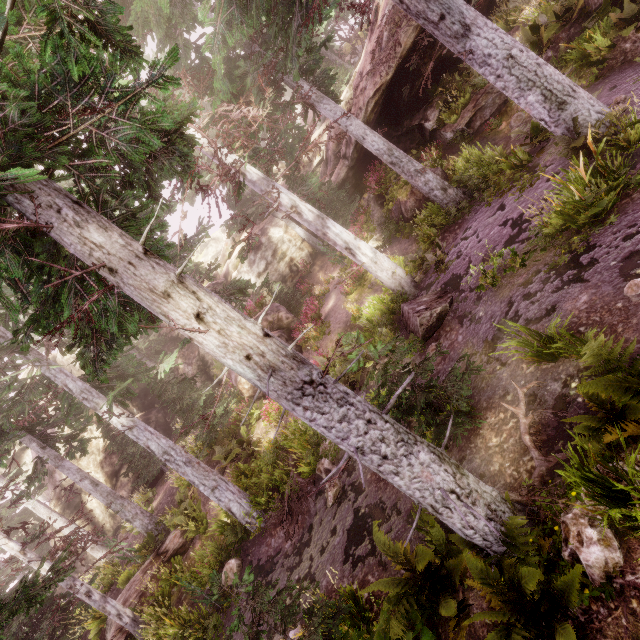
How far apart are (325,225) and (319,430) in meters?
9.6

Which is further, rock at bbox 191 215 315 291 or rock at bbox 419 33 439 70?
rock at bbox 191 215 315 291

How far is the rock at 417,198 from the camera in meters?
14.7

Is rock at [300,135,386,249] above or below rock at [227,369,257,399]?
above

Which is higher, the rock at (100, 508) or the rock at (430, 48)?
the rock at (100, 508)

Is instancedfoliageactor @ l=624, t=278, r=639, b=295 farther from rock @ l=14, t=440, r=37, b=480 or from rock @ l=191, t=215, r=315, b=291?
rock @ l=14, t=440, r=37, b=480

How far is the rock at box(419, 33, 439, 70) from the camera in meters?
14.9

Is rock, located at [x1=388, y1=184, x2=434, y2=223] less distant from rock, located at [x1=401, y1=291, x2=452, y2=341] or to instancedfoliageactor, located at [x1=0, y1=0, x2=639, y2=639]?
instancedfoliageactor, located at [x1=0, y1=0, x2=639, y2=639]
